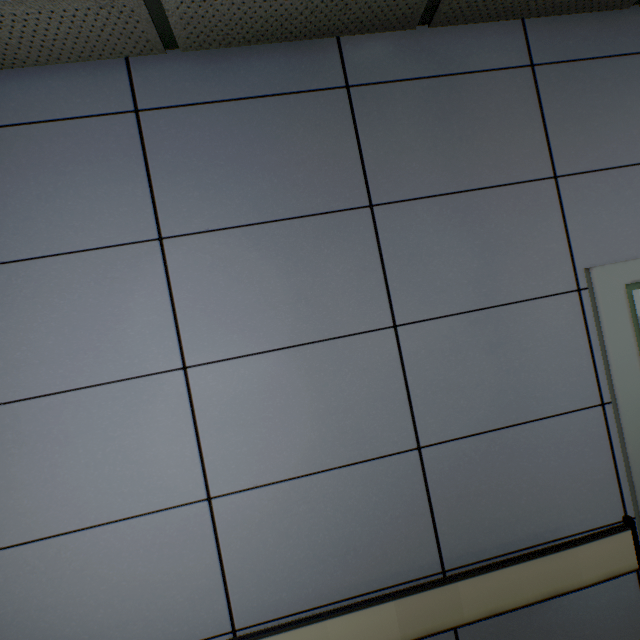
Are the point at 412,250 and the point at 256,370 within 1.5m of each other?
A: yes
